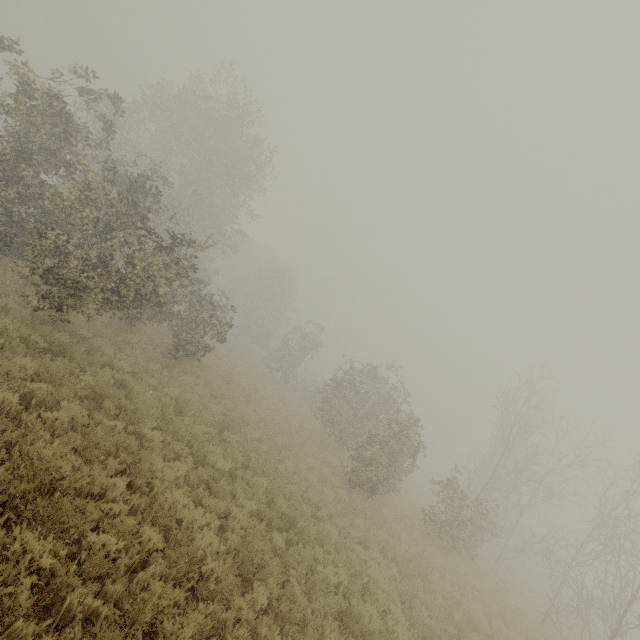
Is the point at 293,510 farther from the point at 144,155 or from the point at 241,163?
the point at 241,163
